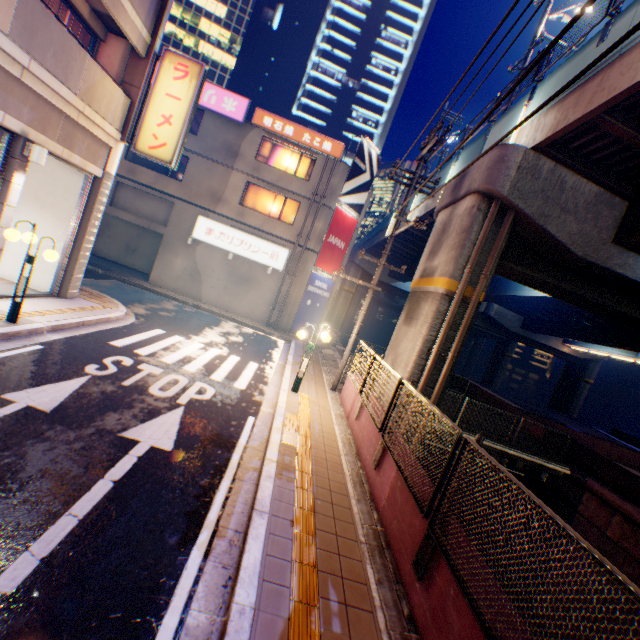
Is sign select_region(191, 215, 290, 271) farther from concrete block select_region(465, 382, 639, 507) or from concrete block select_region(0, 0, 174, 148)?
concrete block select_region(465, 382, 639, 507)

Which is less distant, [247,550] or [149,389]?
[247,550]

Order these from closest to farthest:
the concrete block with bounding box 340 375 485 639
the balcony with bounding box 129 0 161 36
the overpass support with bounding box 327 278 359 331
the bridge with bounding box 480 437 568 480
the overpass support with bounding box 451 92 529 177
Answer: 1. the concrete block with bounding box 340 375 485 639
2. the balcony with bounding box 129 0 161 36
3. the overpass support with bounding box 451 92 529 177
4. the bridge with bounding box 480 437 568 480
5. the overpass support with bounding box 327 278 359 331

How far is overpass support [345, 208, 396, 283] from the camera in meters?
27.1

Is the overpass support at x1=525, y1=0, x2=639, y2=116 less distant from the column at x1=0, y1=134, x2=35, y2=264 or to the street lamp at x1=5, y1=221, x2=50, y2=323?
the street lamp at x1=5, y1=221, x2=50, y2=323

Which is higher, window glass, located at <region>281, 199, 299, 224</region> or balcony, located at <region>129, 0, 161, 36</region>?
balcony, located at <region>129, 0, 161, 36</region>

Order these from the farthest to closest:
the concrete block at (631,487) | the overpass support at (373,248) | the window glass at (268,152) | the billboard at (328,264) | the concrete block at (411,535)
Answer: the overpass support at (373,248) < the billboard at (328,264) < the window glass at (268,152) < the concrete block at (631,487) < the concrete block at (411,535)

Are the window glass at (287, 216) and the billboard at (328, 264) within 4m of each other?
yes
